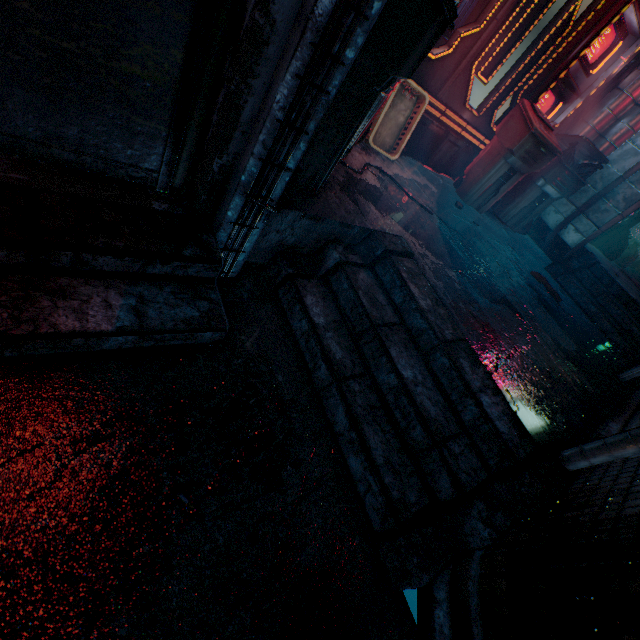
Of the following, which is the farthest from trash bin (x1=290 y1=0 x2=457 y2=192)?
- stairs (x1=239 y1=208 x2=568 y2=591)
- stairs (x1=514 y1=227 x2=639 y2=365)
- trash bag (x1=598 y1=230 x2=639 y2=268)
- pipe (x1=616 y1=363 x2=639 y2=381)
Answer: trash bag (x1=598 y1=230 x2=639 y2=268)

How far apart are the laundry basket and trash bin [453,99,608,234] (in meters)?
1.21

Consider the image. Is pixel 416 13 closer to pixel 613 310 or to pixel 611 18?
pixel 611 18

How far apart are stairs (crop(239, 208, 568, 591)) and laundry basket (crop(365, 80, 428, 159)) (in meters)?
1.31

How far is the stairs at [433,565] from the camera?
1.3 meters

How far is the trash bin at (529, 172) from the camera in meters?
3.4 m

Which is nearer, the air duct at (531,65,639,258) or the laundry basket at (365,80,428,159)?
the laundry basket at (365,80,428,159)

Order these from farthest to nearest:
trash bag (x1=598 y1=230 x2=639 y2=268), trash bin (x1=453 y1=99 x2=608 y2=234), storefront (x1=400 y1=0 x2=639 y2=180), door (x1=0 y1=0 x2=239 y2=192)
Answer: trash bag (x1=598 y1=230 x2=639 y2=268) < trash bin (x1=453 y1=99 x2=608 y2=234) < storefront (x1=400 y1=0 x2=639 y2=180) < door (x1=0 y1=0 x2=239 y2=192)
